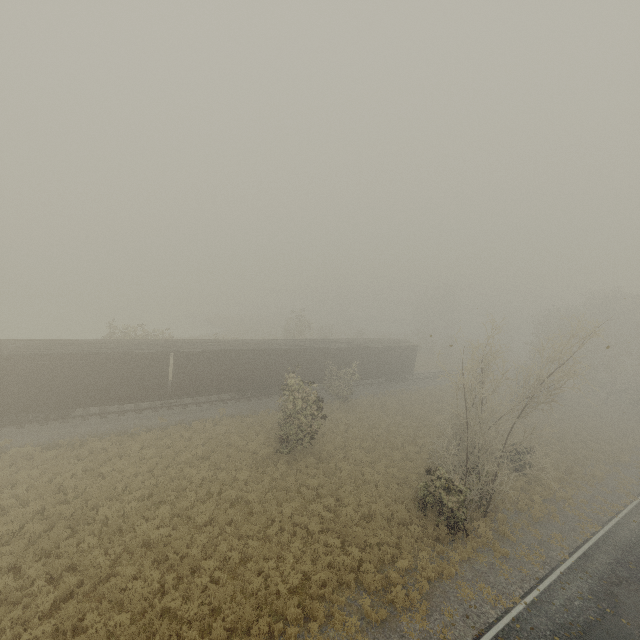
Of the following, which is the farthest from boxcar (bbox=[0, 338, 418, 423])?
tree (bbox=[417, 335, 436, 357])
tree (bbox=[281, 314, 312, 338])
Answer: tree (bbox=[417, 335, 436, 357])

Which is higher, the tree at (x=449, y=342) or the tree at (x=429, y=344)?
the tree at (x=449, y=342)

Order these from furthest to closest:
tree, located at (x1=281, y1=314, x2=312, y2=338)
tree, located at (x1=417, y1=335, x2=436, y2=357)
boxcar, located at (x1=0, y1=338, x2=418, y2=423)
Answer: tree, located at (x1=417, y1=335, x2=436, y2=357)
tree, located at (x1=281, y1=314, x2=312, y2=338)
boxcar, located at (x1=0, y1=338, x2=418, y2=423)

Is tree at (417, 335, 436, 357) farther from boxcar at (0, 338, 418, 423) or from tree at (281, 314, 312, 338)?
boxcar at (0, 338, 418, 423)

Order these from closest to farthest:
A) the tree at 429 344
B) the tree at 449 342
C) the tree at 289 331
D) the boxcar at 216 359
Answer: the tree at 449 342
the boxcar at 216 359
the tree at 289 331
the tree at 429 344

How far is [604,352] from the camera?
39.4 meters
